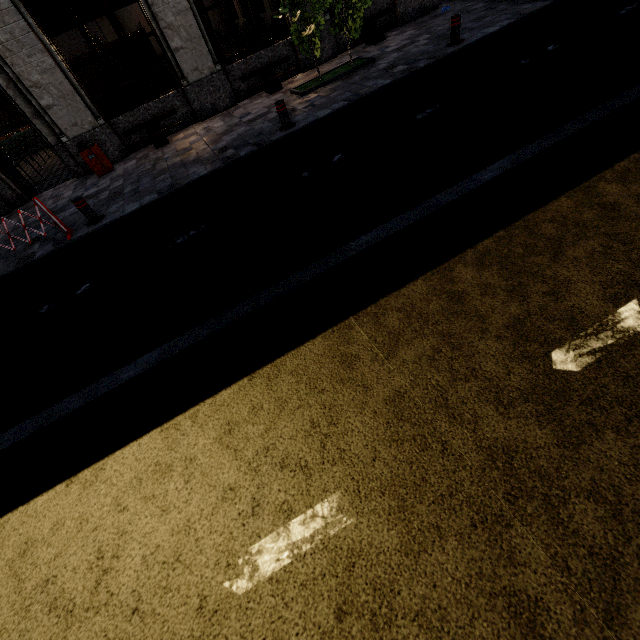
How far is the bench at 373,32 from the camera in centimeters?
1075cm

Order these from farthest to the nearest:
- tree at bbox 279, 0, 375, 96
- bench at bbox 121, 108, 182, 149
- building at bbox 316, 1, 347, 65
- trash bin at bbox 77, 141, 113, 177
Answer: building at bbox 316, 1, 347, 65 < bench at bbox 121, 108, 182, 149 < trash bin at bbox 77, 141, 113, 177 < tree at bbox 279, 0, 375, 96

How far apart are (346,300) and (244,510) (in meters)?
2.13

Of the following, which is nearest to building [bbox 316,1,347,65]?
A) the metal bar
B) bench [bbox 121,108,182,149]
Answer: bench [bbox 121,108,182,149]

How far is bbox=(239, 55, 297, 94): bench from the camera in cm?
1031

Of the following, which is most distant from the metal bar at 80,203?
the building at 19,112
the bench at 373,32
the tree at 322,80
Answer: the bench at 373,32

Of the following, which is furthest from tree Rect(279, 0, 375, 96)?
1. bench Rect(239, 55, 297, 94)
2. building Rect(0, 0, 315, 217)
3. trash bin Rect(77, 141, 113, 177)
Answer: trash bin Rect(77, 141, 113, 177)

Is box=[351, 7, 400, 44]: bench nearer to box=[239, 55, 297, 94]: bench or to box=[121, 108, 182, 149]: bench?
box=[239, 55, 297, 94]: bench
